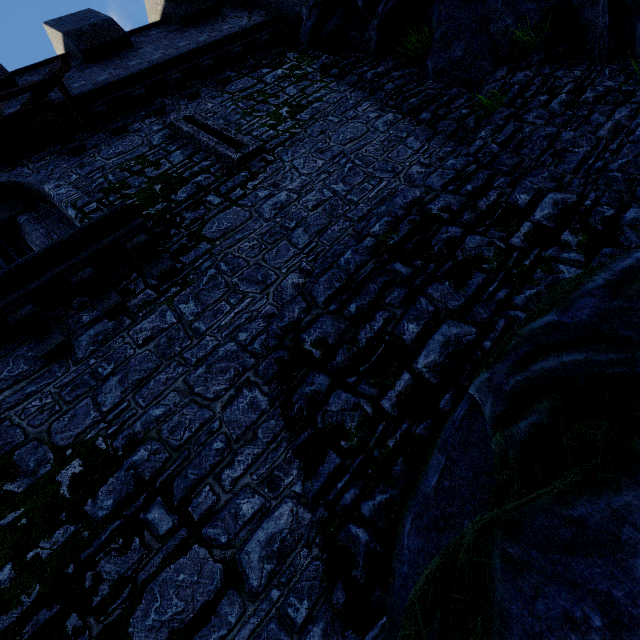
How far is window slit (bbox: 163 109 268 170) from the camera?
6.4 meters

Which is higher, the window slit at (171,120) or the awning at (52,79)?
the awning at (52,79)

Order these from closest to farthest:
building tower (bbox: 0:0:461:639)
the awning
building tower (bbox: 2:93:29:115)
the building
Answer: building tower (bbox: 0:0:461:639) → the awning → building tower (bbox: 2:93:29:115) → the building

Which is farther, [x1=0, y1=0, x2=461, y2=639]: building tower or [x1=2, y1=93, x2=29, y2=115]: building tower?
[x1=2, y1=93, x2=29, y2=115]: building tower

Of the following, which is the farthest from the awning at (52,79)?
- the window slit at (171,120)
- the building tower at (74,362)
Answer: the window slit at (171,120)

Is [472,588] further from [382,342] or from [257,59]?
[257,59]

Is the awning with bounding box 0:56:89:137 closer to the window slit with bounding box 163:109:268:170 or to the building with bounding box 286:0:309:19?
the window slit with bounding box 163:109:268:170

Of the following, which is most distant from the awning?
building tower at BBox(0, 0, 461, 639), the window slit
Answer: the window slit
